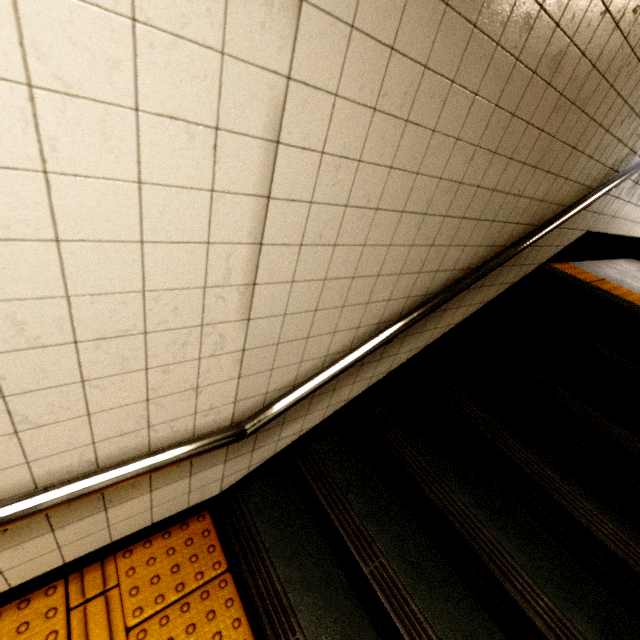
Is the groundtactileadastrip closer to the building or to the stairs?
the stairs

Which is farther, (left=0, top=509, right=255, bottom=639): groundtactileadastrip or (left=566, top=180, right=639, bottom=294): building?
(left=566, top=180, right=639, bottom=294): building

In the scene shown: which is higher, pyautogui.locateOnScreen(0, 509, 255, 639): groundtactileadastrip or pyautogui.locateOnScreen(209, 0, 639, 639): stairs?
pyautogui.locateOnScreen(209, 0, 639, 639): stairs

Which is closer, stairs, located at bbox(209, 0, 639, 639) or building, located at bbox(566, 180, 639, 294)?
stairs, located at bbox(209, 0, 639, 639)

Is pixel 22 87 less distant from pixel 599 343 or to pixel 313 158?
pixel 313 158

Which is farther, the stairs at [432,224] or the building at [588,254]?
the building at [588,254]

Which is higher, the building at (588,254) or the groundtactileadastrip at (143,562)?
the building at (588,254)
